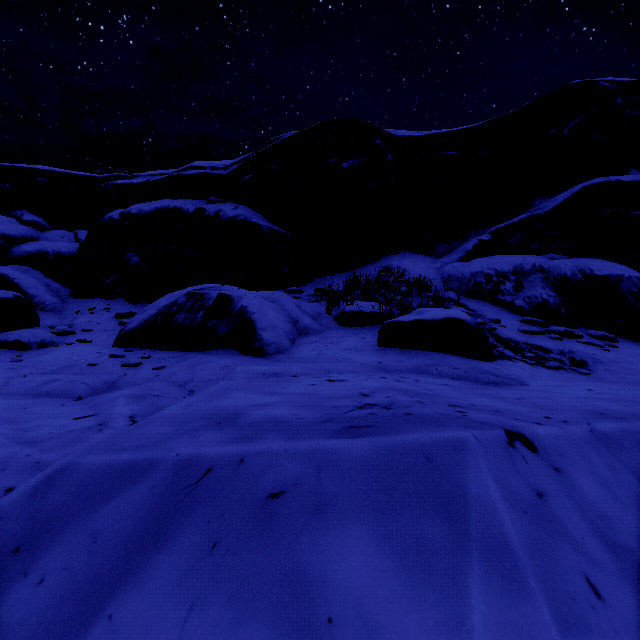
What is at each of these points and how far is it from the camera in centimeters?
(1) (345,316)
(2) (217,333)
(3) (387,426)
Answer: (1) rock, 641cm
(2) rock, 566cm
(3) rock, 139cm

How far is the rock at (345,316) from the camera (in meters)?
4.41

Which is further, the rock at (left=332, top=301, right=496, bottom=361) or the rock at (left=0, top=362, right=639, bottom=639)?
the rock at (left=332, top=301, right=496, bottom=361)

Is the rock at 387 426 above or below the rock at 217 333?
below

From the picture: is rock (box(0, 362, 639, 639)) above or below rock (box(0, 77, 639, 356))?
below

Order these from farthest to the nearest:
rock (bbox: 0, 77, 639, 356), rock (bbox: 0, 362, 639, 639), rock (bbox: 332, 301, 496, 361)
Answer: rock (bbox: 0, 77, 639, 356) < rock (bbox: 332, 301, 496, 361) < rock (bbox: 0, 362, 639, 639)

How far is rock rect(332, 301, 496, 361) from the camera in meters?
4.4
